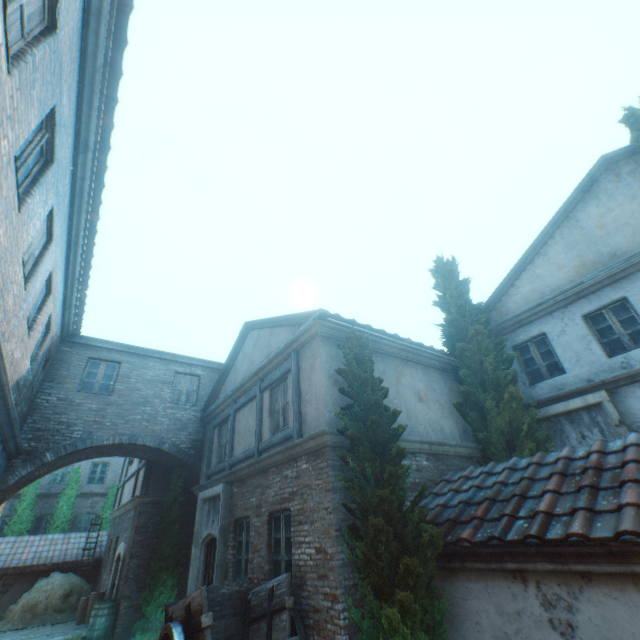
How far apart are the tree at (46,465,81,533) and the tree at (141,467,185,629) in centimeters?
1159cm

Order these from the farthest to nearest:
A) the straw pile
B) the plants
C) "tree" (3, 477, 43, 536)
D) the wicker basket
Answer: "tree" (3, 477, 43, 536)
the straw pile
the wicker basket
the plants

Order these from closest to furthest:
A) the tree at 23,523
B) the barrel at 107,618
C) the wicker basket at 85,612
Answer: the barrel at 107,618, the wicker basket at 85,612, the tree at 23,523

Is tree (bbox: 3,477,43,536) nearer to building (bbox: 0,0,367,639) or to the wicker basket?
building (bbox: 0,0,367,639)

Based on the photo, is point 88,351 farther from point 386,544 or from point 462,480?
point 462,480

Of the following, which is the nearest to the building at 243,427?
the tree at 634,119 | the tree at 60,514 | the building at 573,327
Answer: the tree at 634,119

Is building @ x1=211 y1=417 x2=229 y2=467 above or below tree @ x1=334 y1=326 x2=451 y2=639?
above

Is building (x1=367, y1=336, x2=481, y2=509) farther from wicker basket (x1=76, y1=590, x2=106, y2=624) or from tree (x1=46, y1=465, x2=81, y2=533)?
tree (x1=46, y1=465, x2=81, y2=533)
